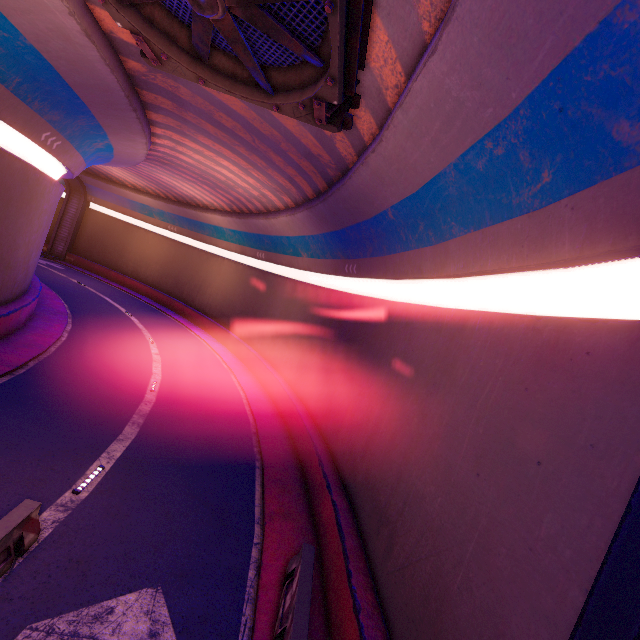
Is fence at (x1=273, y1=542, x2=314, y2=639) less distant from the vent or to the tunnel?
the tunnel

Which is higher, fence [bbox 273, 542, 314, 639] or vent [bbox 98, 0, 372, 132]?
vent [bbox 98, 0, 372, 132]

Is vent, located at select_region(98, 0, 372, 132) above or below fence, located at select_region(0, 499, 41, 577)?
above

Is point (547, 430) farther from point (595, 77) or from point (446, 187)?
point (446, 187)

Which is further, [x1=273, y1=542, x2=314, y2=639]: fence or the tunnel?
[x1=273, y1=542, x2=314, y2=639]: fence

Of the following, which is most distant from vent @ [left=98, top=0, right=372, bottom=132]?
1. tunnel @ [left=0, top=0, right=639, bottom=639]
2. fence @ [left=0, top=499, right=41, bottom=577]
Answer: fence @ [left=0, top=499, right=41, bottom=577]

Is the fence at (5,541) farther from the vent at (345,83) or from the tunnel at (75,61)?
the vent at (345,83)
